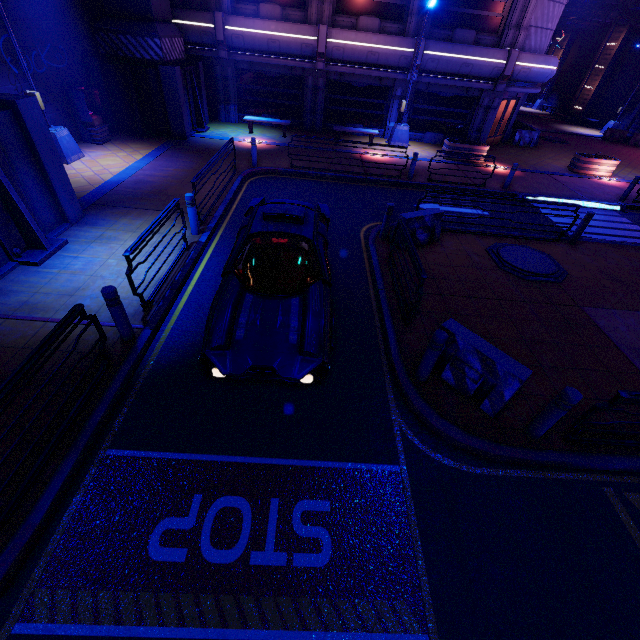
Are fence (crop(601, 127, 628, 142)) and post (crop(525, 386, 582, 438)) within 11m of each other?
no

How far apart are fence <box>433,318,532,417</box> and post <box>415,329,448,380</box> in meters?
0.2 m

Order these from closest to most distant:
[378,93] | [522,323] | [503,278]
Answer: [522,323]
[503,278]
[378,93]

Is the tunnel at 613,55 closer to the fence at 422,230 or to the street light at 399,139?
the street light at 399,139

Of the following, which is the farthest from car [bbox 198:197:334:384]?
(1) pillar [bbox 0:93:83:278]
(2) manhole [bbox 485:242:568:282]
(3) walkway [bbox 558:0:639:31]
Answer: (3) walkway [bbox 558:0:639:31]

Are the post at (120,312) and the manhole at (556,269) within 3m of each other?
no

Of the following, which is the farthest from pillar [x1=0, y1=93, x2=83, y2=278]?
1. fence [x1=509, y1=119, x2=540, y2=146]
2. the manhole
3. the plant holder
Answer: fence [x1=509, y1=119, x2=540, y2=146]

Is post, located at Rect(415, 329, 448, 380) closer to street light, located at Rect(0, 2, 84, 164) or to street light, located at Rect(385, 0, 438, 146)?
street light, located at Rect(0, 2, 84, 164)
